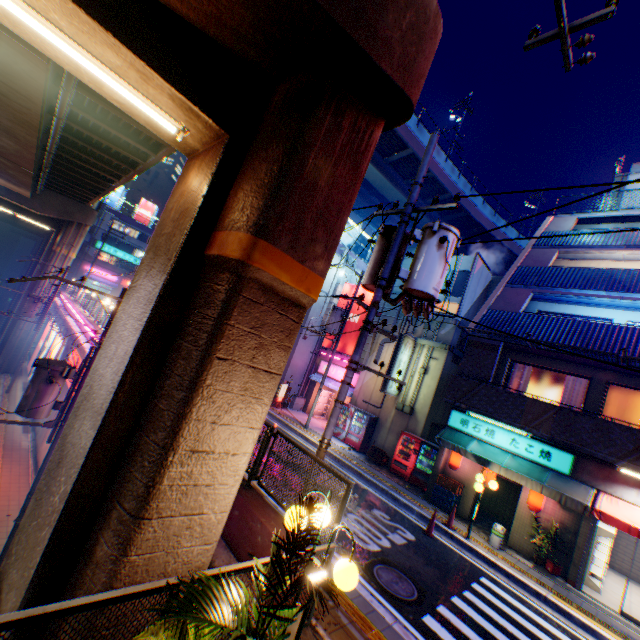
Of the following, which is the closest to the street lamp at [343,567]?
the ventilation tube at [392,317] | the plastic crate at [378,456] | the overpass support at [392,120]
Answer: the overpass support at [392,120]

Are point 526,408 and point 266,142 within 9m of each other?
no

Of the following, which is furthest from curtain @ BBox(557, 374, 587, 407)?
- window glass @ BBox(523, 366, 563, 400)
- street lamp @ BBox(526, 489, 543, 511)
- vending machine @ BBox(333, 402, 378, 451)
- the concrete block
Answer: the concrete block

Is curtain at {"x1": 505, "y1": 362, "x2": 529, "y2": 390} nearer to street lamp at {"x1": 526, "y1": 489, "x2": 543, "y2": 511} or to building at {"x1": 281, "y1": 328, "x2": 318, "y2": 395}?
street lamp at {"x1": 526, "y1": 489, "x2": 543, "y2": 511}

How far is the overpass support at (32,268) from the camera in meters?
27.0 m

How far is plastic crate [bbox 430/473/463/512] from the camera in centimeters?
1312cm

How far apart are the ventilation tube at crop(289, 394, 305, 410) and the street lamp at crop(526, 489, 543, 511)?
14.46m

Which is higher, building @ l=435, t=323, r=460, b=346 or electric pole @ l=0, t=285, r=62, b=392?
building @ l=435, t=323, r=460, b=346
